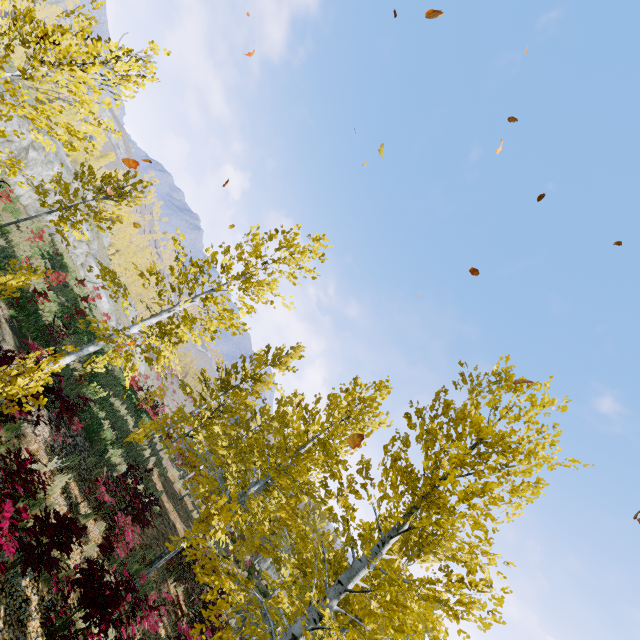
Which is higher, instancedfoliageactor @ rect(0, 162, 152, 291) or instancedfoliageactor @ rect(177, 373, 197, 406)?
instancedfoliageactor @ rect(0, 162, 152, 291)

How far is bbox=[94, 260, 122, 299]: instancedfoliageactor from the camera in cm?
855

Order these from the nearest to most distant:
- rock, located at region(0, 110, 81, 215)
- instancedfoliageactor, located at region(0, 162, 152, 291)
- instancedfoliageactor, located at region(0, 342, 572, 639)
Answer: instancedfoliageactor, located at region(0, 342, 572, 639), instancedfoliageactor, located at region(0, 162, 152, 291), rock, located at region(0, 110, 81, 215)

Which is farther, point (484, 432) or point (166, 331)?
point (166, 331)

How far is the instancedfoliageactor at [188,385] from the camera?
12.8 meters

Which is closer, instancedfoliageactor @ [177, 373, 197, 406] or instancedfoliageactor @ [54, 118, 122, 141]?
instancedfoliageactor @ [54, 118, 122, 141]

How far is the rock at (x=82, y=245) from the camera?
26.9m
